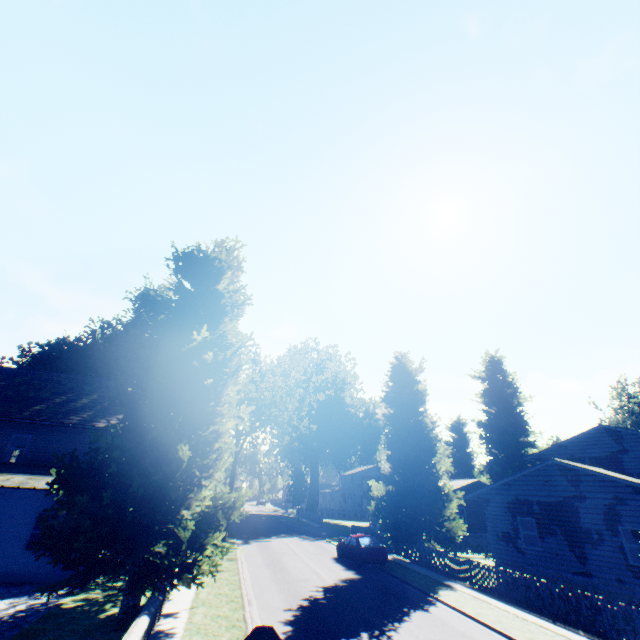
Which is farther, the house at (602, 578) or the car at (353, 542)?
the car at (353, 542)

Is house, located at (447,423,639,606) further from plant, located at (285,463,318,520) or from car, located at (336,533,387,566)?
car, located at (336,533,387,566)

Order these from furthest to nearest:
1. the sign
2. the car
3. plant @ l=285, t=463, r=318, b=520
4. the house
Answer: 1. plant @ l=285, t=463, r=318, b=520
2. the car
3. the house
4. the sign

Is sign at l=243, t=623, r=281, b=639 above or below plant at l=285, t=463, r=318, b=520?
below

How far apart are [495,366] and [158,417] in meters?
50.1 m

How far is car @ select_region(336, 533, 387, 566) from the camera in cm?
2033

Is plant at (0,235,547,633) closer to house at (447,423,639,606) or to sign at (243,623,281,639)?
house at (447,423,639,606)

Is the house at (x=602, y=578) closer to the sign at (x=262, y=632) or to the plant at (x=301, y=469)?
the plant at (x=301, y=469)
